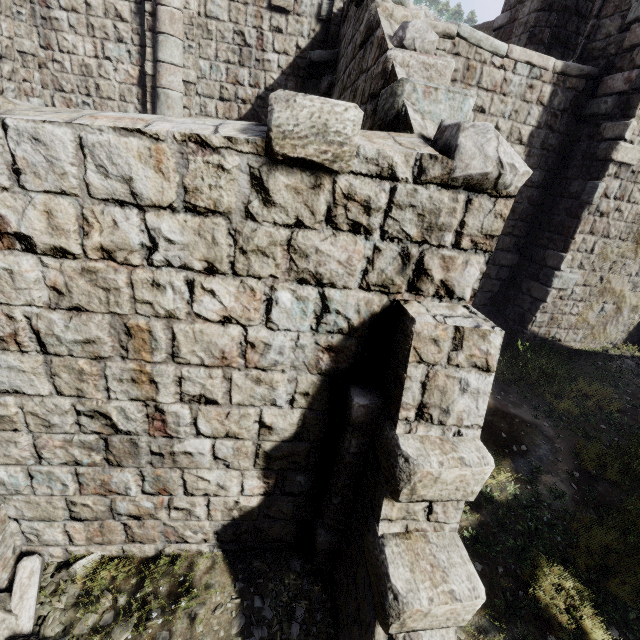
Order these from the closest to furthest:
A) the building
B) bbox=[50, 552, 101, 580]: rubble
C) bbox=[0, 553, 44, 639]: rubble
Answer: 1. the building
2. bbox=[0, 553, 44, 639]: rubble
3. bbox=[50, 552, 101, 580]: rubble

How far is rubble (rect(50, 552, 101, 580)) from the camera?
4.0 meters

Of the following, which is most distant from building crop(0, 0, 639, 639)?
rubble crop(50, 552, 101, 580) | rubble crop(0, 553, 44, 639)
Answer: A: rubble crop(50, 552, 101, 580)

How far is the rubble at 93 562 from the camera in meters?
4.0

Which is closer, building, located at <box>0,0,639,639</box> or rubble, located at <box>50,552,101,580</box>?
building, located at <box>0,0,639,639</box>

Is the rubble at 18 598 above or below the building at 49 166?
below

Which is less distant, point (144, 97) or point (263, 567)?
point (263, 567)
